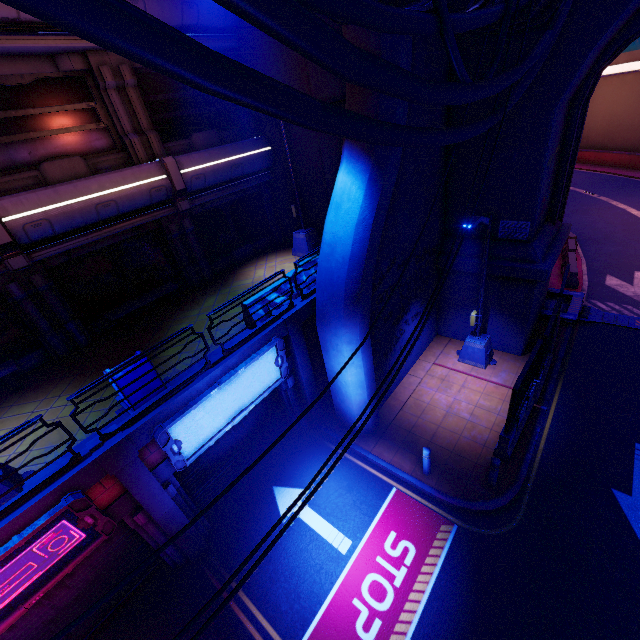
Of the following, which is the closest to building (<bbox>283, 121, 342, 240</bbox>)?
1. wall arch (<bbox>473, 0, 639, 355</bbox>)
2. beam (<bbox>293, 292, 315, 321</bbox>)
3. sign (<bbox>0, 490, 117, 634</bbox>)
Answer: wall arch (<bbox>473, 0, 639, 355</bbox>)

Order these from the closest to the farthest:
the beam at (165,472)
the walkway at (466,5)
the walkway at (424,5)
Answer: the walkway at (424,5), the walkway at (466,5), the beam at (165,472)

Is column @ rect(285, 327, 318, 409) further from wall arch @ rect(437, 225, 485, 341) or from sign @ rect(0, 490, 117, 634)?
wall arch @ rect(437, 225, 485, 341)

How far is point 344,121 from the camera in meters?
2.2

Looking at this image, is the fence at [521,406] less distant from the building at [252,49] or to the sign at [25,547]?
the building at [252,49]

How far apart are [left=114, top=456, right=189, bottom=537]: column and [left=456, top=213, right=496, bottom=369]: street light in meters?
9.8 m

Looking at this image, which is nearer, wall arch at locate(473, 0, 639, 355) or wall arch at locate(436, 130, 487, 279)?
wall arch at locate(473, 0, 639, 355)

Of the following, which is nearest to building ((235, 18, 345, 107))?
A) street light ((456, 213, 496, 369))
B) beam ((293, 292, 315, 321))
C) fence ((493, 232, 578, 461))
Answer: beam ((293, 292, 315, 321))
